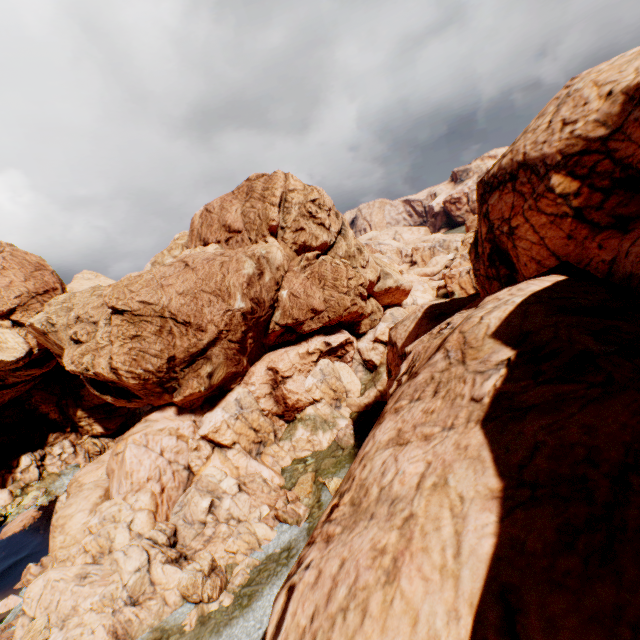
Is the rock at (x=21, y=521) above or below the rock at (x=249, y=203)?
below

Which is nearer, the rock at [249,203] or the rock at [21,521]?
the rock at [249,203]

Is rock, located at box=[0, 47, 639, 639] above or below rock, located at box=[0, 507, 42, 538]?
above

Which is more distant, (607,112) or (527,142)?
(527,142)

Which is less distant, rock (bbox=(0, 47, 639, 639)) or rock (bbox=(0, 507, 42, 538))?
rock (bbox=(0, 47, 639, 639))
